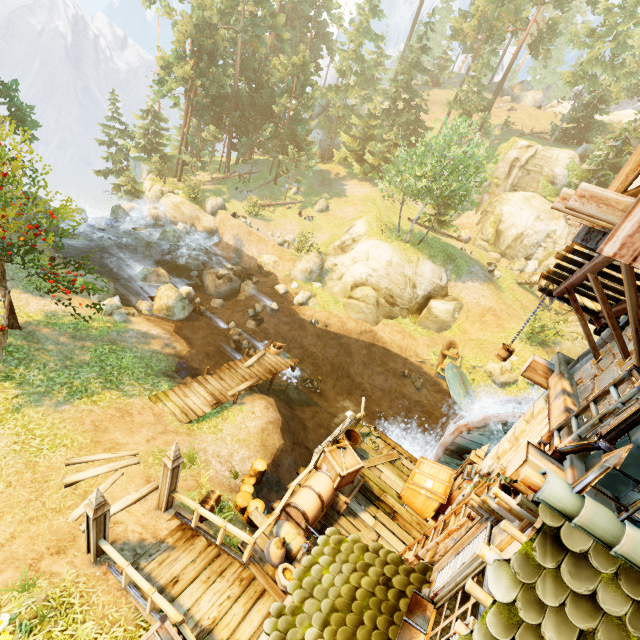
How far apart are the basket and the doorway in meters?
2.9 m

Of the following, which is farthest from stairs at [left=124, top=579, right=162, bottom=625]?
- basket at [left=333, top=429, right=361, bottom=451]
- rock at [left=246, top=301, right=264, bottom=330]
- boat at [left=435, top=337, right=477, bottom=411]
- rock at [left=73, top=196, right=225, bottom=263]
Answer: rock at [left=73, top=196, right=225, bottom=263]

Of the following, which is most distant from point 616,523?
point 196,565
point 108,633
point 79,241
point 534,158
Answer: point 534,158

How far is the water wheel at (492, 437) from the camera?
10.2m

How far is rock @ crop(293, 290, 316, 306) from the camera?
23.9 meters

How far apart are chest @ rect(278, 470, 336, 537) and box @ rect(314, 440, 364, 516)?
0.01m

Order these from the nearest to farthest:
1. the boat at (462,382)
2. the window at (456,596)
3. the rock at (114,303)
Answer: the window at (456,596), the rock at (114,303), the boat at (462,382)

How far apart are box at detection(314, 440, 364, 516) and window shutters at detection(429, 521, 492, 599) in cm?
419
